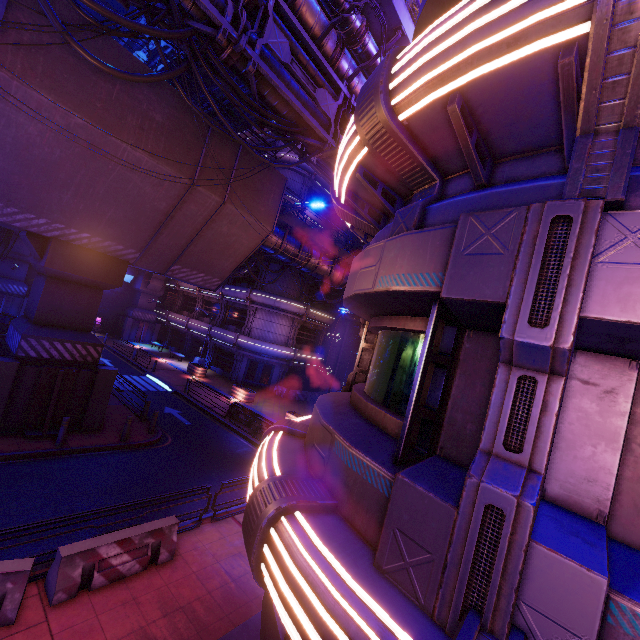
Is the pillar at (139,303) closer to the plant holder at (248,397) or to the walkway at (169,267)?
the walkway at (169,267)

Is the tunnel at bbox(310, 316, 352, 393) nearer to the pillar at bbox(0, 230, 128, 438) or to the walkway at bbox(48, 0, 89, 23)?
the walkway at bbox(48, 0, 89, 23)

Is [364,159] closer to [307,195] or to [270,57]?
[270,57]

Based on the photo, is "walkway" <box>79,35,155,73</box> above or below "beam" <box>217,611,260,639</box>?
above

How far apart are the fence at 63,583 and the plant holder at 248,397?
16.6m

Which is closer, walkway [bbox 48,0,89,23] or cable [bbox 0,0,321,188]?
cable [bbox 0,0,321,188]

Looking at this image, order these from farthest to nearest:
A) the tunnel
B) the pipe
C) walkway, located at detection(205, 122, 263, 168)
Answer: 1. the tunnel
2. walkway, located at detection(205, 122, 263, 168)
3. the pipe

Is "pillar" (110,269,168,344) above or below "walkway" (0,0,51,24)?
below
